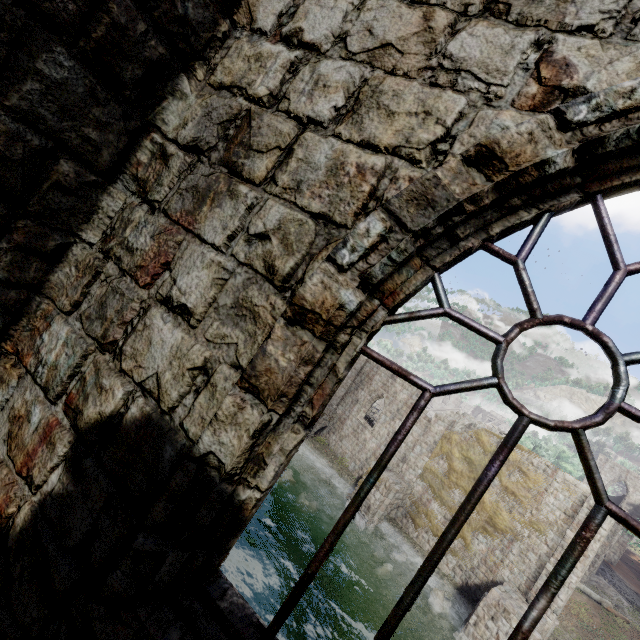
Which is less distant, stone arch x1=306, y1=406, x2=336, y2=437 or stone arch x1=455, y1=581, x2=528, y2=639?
stone arch x1=455, y1=581, x2=528, y2=639

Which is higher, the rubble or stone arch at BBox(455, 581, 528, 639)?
the rubble

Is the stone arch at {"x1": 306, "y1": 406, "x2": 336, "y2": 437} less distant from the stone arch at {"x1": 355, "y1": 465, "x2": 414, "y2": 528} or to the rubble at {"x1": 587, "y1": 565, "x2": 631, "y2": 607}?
the stone arch at {"x1": 355, "y1": 465, "x2": 414, "y2": 528}

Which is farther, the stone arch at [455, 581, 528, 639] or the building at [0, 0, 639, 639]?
the stone arch at [455, 581, 528, 639]

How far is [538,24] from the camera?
1.44m

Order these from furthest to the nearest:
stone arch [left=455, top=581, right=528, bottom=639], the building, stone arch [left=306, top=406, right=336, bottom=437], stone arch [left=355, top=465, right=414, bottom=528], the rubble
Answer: stone arch [left=306, top=406, right=336, bottom=437]
the rubble
stone arch [left=355, top=465, right=414, bottom=528]
stone arch [left=455, top=581, right=528, bottom=639]
the building

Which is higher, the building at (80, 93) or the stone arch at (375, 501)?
the building at (80, 93)

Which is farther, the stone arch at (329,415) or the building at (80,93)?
the stone arch at (329,415)
